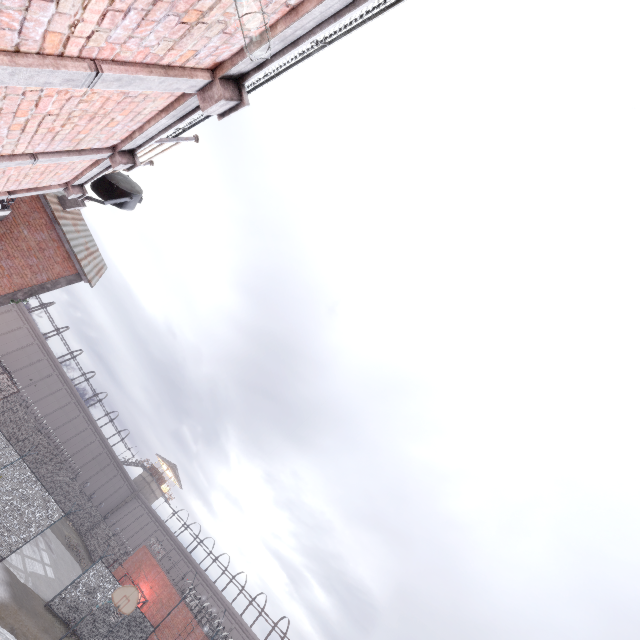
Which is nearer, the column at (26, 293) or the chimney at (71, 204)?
the column at (26, 293)

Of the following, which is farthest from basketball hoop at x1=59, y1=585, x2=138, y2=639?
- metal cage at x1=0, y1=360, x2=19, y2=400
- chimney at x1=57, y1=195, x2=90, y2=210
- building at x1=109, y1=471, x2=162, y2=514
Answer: building at x1=109, y1=471, x2=162, y2=514

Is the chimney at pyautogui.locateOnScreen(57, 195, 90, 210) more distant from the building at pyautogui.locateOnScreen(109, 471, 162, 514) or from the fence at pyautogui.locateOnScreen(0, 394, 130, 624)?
the building at pyautogui.locateOnScreen(109, 471, 162, 514)

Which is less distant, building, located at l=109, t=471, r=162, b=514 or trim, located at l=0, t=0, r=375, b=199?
trim, located at l=0, t=0, r=375, b=199

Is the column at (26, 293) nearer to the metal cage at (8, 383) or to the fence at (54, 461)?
the fence at (54, 461)

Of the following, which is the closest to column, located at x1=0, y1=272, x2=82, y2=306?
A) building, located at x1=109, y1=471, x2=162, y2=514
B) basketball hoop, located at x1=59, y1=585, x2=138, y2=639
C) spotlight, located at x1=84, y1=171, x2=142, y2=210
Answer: spotlight, located at x1=84, y1=171, x2=142, y2=210

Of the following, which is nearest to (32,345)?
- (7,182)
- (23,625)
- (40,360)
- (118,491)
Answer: (40,360)

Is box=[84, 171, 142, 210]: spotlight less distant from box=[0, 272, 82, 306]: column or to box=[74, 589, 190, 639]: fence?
box=[74, 589, 190, 639]: fence
